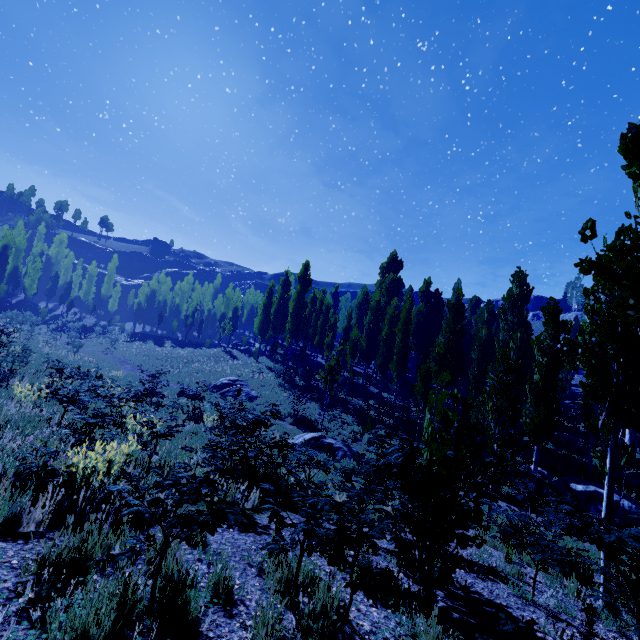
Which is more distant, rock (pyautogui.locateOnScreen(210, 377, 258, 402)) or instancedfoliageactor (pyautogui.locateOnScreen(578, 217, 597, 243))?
rock (pyautogui.locateOnScreen(210, 377, 258, 402))

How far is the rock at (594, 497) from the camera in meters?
13.2

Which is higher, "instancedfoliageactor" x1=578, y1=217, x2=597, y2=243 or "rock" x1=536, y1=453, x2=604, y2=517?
"instancedfoliageactor" x1=578, y1=217, x2=597, y2=243

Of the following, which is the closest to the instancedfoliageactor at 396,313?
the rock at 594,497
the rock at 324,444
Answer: the rock at 594,497

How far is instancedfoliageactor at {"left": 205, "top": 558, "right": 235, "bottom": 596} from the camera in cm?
292

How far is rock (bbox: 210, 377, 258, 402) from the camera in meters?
24.7

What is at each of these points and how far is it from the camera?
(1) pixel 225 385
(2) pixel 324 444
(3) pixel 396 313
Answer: (1) rock, 26.2m
(2) rock, 14.1m
(3) instancedfoliageactor, 27.7m
